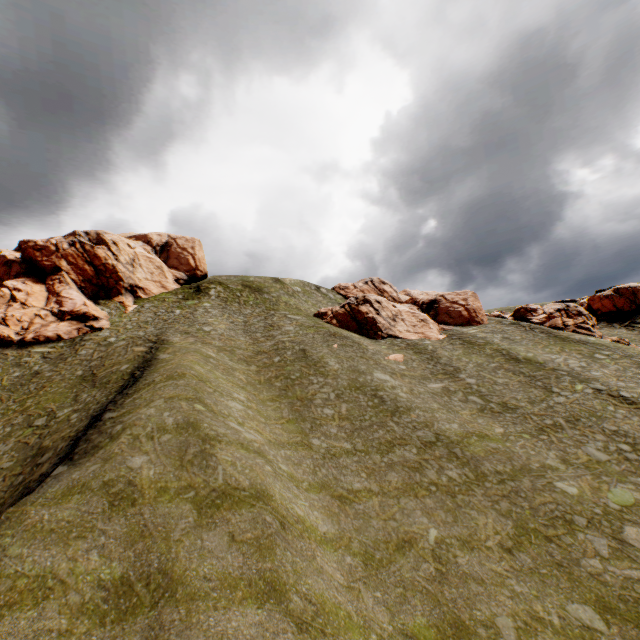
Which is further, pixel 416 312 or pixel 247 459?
pixel 416 312

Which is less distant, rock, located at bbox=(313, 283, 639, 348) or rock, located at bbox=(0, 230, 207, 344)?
rock, located at bbox=(0, 230, 207, 344)

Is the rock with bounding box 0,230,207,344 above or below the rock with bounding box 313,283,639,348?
above

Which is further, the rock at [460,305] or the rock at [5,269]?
the rock at [460,305]

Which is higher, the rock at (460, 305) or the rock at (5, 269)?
the rock at (5, 269)
